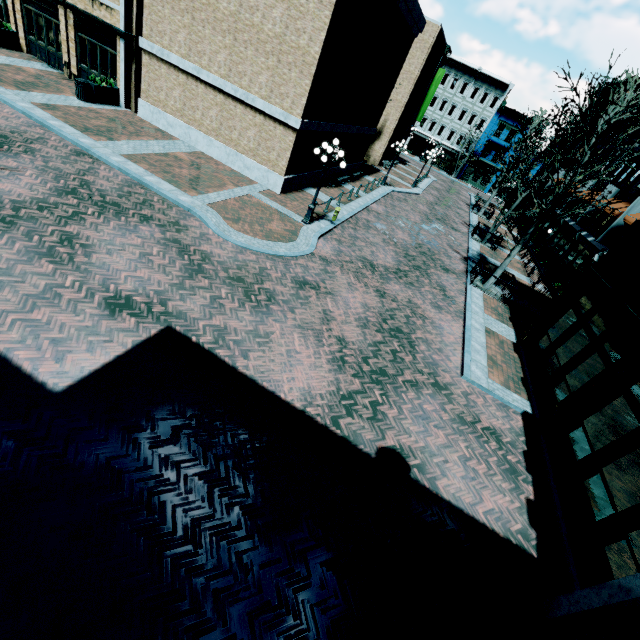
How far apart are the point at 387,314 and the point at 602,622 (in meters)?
8.53

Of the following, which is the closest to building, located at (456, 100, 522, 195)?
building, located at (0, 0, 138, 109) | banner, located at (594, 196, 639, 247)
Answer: building, located at (0, 0, 138, 109)

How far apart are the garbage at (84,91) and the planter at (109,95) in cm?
9

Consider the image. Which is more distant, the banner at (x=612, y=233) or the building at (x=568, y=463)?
the banner at (x=612, y=233)

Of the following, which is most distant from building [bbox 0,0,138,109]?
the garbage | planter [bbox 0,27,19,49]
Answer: the garbage

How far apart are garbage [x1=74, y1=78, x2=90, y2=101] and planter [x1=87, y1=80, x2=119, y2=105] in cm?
9

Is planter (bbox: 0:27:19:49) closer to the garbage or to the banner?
the garbage

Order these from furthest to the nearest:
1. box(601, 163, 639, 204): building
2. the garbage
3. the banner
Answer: box(601, 163, 639, 204): building, the banner, the garbage
